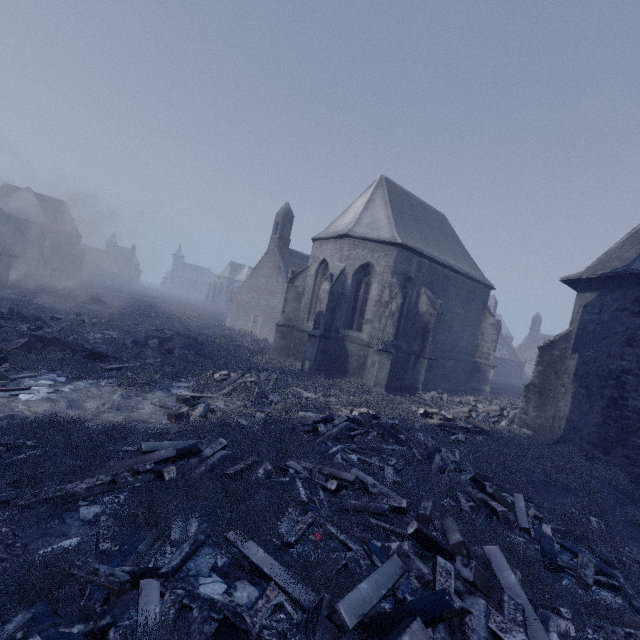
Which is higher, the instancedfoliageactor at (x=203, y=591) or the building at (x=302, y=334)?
the building at (x=302, y=334)

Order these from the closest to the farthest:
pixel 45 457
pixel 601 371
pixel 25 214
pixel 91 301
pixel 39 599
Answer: pixel 39 599, pixel 45 457, pixel 601 371, pixel 91 301, pixel 25 214

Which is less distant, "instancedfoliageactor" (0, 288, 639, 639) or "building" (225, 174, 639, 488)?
"instancedfoliageactor" (0, 288, 639, 639)

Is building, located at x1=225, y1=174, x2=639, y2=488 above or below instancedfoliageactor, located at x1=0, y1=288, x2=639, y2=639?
above

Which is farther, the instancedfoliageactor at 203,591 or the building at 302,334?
the building at 302,334
